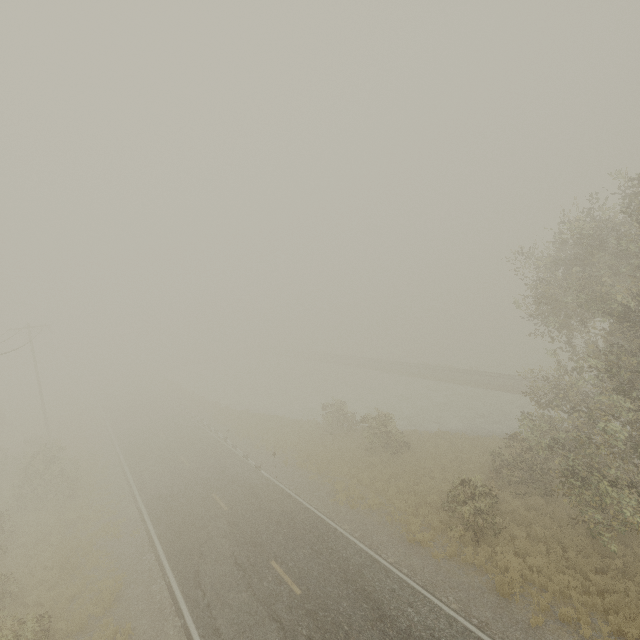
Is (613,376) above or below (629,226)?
below
